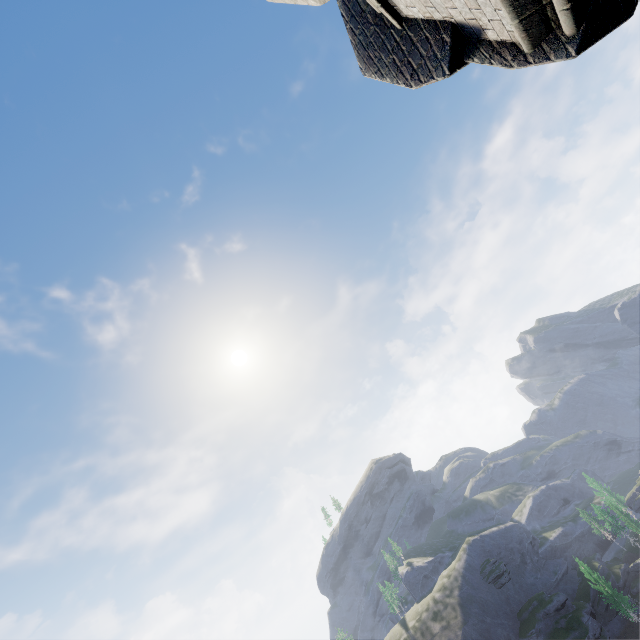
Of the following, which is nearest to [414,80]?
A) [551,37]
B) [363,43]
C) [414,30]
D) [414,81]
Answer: [414,81]
